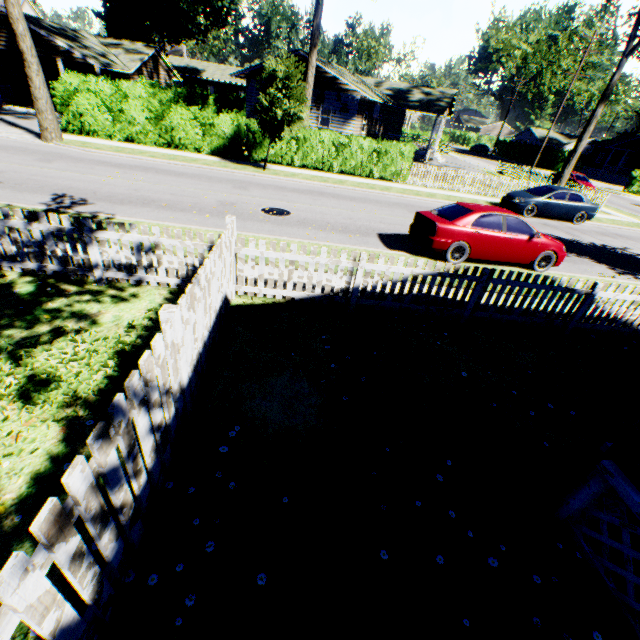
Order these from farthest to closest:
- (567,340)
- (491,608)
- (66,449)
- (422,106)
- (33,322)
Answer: (422,106), (567,340), (33,322), (66,449), (491,608)

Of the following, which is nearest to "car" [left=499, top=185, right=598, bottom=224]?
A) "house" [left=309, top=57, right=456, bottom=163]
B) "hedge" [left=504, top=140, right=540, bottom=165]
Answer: "house" [left=309, top=57, right=456, bottom=163]

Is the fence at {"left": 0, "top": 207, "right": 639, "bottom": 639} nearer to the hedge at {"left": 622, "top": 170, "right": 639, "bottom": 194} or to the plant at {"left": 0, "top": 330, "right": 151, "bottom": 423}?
the plant at {"left": 0, "top": 330, "right": 151, "bottom": 423}

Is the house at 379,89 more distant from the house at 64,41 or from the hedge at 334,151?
the house at 64,41

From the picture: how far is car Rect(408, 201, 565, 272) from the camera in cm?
924

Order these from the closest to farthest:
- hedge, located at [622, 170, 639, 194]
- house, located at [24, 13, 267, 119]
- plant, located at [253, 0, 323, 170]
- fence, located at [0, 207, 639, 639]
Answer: fence, located at [0, 207, 639, 639], plant, located at [253, 0, 323, 170], house, located at [24, 13, 267, 119], hedge, located at [622, 170, 639, 194]

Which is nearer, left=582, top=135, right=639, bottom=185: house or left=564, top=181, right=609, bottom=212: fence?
left=564, top=181, right=609, bottom=212: fence

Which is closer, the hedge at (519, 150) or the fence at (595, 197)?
the fence at (595, 197)
